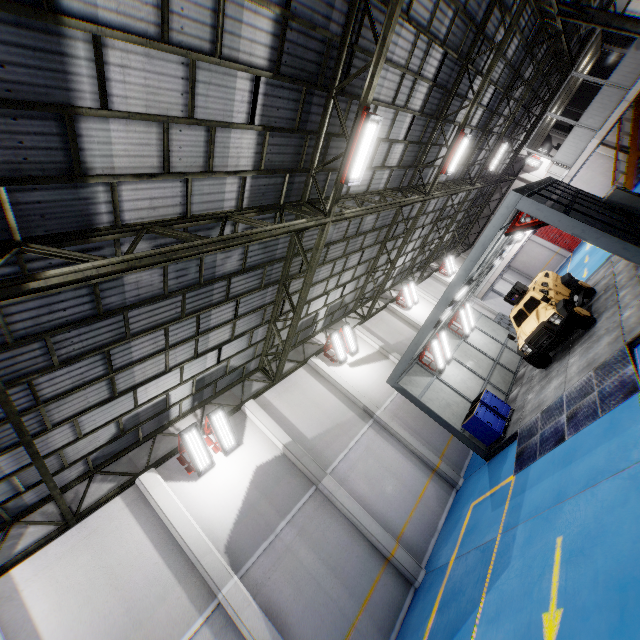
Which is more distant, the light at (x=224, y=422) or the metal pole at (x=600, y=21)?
the metal pole at (x=600, y=21)

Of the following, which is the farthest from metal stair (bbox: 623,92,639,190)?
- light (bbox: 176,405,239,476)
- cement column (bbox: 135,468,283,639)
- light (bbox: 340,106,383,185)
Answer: cement column (bbox: 135,468,283,639)

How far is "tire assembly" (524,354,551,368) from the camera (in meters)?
11.97

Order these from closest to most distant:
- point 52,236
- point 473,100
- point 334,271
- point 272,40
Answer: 1. point 52,236
2. point 272,40
3. point 473,100
4. point 334,271

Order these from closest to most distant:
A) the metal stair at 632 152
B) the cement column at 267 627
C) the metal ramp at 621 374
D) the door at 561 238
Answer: the metal ramp at 621 374 < the cement column at 267 627 < the metal stair at 632 152 < the door at 561 238

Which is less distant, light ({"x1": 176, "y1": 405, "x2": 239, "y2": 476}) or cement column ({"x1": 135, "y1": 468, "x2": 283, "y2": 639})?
cement column ({"x1": 135, "y1": 468, "x2": 283, "y2": 639})

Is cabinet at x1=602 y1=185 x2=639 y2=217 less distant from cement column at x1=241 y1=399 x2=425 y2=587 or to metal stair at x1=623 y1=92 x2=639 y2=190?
cement column at x1=241 y1=399 x2=425 y2=587

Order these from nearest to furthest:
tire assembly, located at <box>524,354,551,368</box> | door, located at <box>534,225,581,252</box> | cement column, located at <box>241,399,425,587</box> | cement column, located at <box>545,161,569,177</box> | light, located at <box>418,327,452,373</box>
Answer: cement column, located at <box>241,399,425,587</box> → tire assembly, located at <box>524,354,551,368</box> → light, located at <box>418,327,452,373</box> → cement column, located at <box>545,161,569,177</box> → door, located at <box>534,225,581,252</box>
